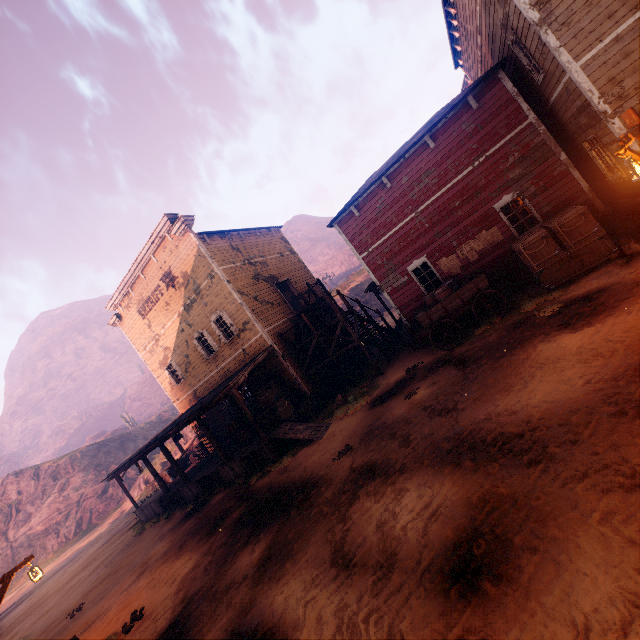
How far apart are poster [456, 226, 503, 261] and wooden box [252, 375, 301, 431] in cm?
971

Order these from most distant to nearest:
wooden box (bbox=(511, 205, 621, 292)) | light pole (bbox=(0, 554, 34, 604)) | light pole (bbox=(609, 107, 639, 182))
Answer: wooden box (bbox=(511, 205, 621, 292))
light pole (bbox=(0, 554, 34, 604))
light pole (bbox=(609, 107, 639, 182))

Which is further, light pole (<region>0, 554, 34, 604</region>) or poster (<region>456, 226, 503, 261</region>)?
poster (<region>456, 226, 503, 261</region>)

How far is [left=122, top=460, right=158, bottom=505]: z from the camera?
31.6 meters

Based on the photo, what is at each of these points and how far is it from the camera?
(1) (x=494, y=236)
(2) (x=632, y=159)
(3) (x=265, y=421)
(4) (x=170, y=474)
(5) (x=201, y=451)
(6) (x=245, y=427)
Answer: (1) poster, 12.5m
(2) light pole, 5.3m
(3) wooden box, 15.2m
(4) wooden box, 21.5m
(5) barrel, 21.2m
(6) wooden box, 16.5m

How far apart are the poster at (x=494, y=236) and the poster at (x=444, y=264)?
0.12m

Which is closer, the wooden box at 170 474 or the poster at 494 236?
the poster at 494 236

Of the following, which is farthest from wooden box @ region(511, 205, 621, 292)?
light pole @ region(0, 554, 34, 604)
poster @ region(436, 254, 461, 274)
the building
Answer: light pole @ region(0, 554, 34, 604)
